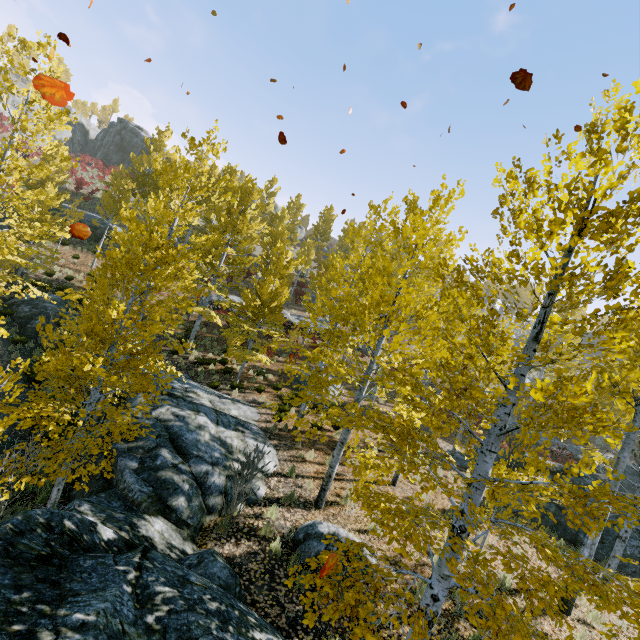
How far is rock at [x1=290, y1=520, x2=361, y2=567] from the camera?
6.8 meters

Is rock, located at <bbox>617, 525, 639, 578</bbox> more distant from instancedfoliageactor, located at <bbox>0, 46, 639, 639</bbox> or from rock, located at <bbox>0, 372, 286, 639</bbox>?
rock, located at <bbox>0, 372, 286, 639</bbox>

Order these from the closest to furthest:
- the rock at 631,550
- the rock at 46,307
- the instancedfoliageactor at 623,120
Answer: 1. the instancedfoliageactor at 623,120
2. the rock at 631,550
3. the rock at 46,307

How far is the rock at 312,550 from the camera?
6.8m

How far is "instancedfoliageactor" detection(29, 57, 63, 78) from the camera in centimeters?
1145cm

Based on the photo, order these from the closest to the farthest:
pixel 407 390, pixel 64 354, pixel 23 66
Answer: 1. pixel 64 354
2. pixel 407 390
3. pixel 23 66
